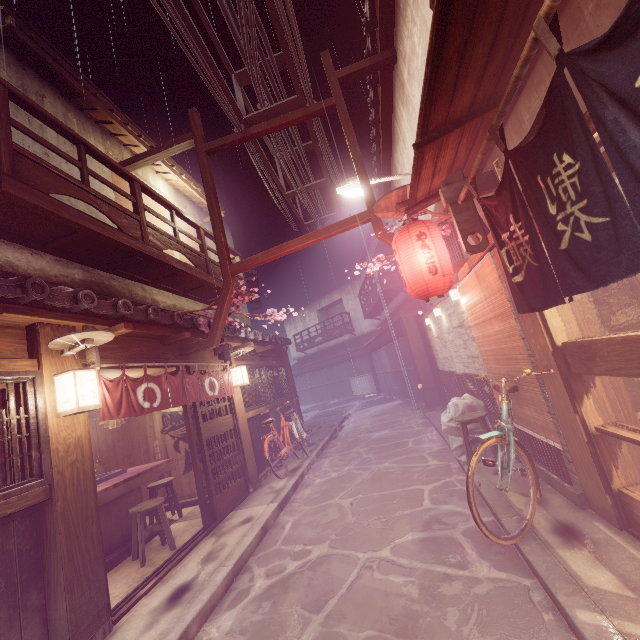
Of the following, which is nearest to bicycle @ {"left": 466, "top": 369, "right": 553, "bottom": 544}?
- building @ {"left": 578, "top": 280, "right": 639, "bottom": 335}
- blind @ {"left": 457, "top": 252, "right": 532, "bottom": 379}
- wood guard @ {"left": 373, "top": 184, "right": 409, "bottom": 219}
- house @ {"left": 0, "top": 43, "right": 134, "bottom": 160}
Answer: blind @ {"left": 457, "top": 252, "right": 532, "bottom": 379}

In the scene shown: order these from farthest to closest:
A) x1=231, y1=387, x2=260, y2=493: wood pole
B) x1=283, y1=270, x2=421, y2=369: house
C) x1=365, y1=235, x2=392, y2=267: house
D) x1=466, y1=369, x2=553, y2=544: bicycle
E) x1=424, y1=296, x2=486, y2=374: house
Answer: x1=365, y1=235, x2=392, y2=267: house < x1=283, y1=270, x2=421, y2=369: house < x1=231, y1=387, x2=260, y2=493: wood pole < x1=424, y1=296, x2=486, y2=374: house < x1=466, y1=369, x2=553, y2=544: bicycle

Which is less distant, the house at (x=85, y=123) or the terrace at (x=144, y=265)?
the terrace at (x=144, y=265)

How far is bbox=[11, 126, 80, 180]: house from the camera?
9.12m

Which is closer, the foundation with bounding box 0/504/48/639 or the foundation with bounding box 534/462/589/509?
→ the foundation with bounding box 0/504/48/639

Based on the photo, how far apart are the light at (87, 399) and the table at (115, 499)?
4.15m

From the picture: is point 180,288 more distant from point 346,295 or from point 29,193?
point 346,295

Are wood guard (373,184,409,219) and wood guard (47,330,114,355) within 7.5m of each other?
yes
